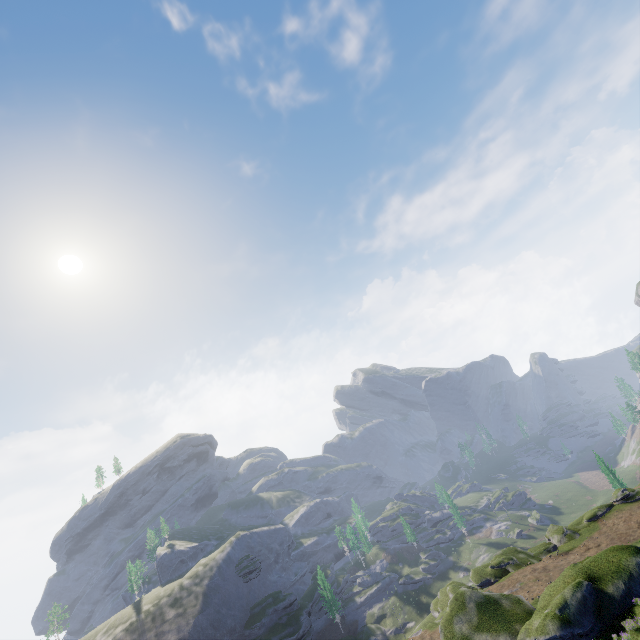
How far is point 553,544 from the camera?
52.4 meters
